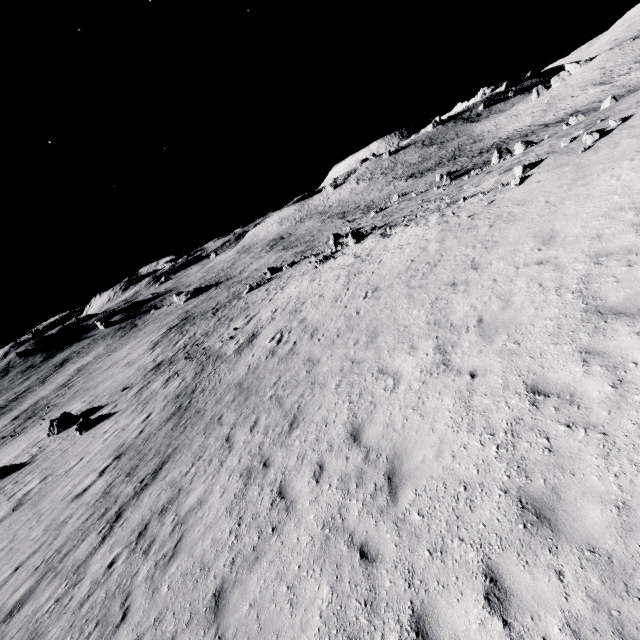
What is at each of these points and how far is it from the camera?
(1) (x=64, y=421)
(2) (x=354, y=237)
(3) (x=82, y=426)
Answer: (1) stone, 25.4 meters
(2) stone, 30.9 meters
(3) stone, 21.7 meters

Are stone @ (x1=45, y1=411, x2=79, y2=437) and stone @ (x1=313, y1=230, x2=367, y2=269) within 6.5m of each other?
no

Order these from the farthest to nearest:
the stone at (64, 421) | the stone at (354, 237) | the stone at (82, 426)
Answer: the stone at (354, 237)
the stone at (64, 421)
the stone at (82, 426)

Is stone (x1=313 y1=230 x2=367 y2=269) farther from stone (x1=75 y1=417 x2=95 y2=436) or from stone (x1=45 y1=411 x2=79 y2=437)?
stone (x1=45 y1=411 x2=79 y2=437)

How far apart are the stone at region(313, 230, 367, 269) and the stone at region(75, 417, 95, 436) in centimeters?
2620cm

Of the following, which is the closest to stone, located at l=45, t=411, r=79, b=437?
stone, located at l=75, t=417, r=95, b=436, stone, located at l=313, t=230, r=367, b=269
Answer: stone, located at l=75, t=417, r=95, b=436

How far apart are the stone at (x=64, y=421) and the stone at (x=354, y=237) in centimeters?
2780cm
